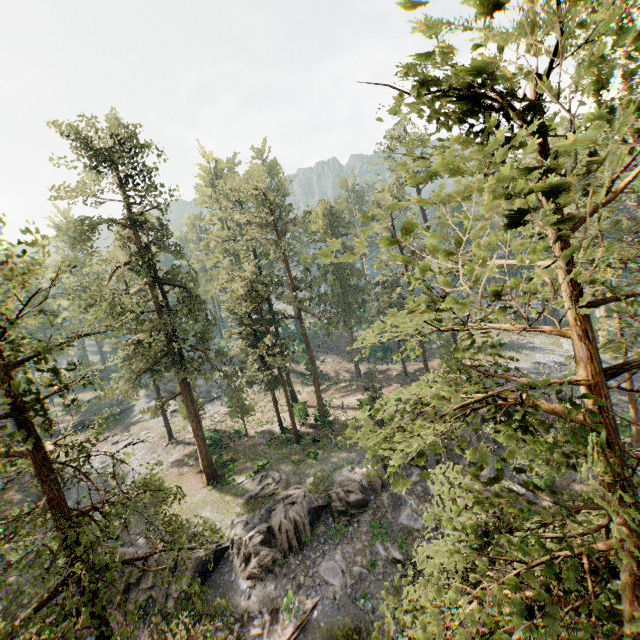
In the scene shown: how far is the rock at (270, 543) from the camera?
20.9 meters

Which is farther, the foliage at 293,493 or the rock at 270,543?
the foliage at 293,493

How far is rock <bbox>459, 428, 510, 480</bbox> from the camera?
26.6m

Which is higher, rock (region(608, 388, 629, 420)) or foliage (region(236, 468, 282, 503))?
foliage (region(236, 468, 282, 503))

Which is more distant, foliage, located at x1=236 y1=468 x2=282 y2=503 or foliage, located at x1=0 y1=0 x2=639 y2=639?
foliage, located at x1=236 y1=468 x2=282 y2=503

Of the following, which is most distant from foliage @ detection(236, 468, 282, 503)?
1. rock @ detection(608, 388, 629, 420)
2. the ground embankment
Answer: the ground embankment

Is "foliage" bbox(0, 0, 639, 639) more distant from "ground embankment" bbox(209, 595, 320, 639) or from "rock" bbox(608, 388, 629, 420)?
"ground embankment" bbox(209, 595, 320, 639)

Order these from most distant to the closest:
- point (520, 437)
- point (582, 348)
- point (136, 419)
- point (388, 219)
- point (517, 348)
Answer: point (136, 419) → point (517, 348) → point (388, 219) → point (520, 437) → point (582, 348)
